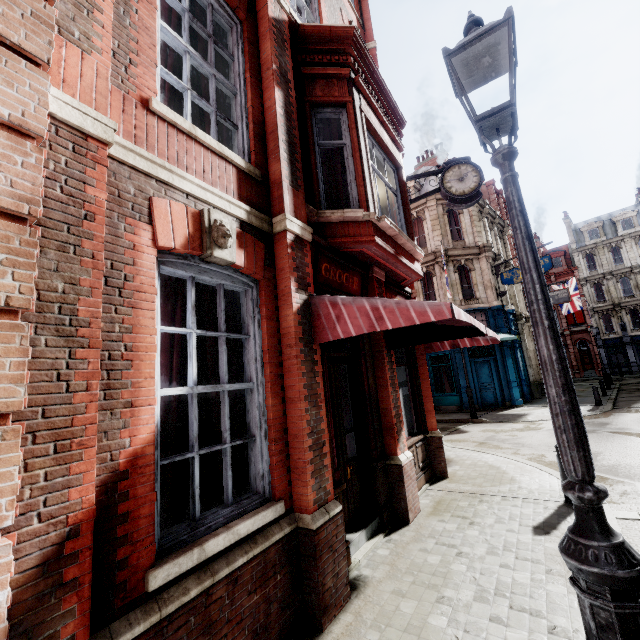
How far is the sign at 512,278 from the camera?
18.5m

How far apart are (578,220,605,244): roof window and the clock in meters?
45.4

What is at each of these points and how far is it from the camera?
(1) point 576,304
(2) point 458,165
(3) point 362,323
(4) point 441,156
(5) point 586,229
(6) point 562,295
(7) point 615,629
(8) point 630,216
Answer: (1) flag, 28.6 meters
(2) clock, 8.7 meters
(3) awning, 3.7 meters
(4) chimney, 30.8 meters
(5) roof window, 42.1 meters
(6) sign, 23.6 meters
(7) street light, 1.5 meters
(8) roof window, 39.3 meters

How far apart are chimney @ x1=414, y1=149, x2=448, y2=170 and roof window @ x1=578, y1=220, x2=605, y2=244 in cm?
2496

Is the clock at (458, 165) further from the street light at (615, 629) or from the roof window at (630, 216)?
the roof window at (630, 216)

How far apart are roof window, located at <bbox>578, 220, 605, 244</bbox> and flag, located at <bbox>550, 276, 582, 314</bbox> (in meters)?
18.24

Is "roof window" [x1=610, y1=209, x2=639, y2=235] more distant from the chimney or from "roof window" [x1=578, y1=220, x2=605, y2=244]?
the chimney

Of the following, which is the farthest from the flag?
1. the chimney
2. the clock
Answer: the clock
